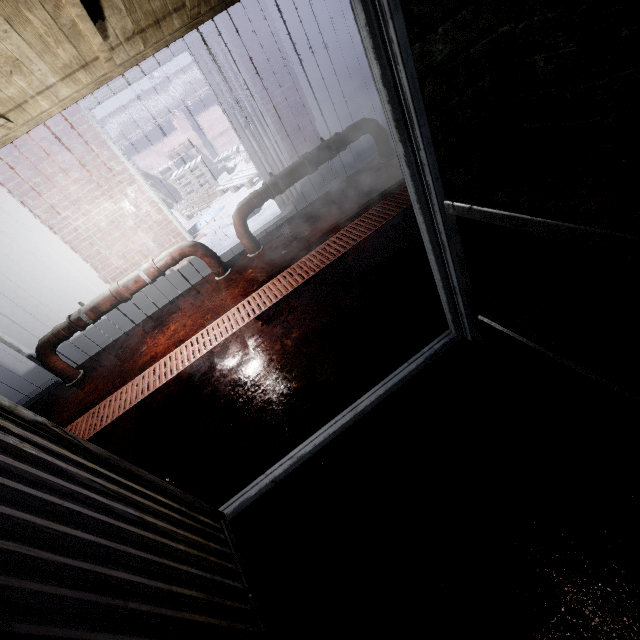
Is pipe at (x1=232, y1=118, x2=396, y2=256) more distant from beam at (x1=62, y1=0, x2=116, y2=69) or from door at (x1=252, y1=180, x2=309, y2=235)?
beam at (x1=62, y1=0, x2=116, y2=69)

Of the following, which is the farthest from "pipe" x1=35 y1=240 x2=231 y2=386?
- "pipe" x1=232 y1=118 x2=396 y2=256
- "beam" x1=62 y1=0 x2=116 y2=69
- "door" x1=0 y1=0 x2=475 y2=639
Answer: "door" x1=0 y1=0 x2=475 y2=639

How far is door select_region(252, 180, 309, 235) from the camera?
4.2m

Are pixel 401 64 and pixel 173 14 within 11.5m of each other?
yes

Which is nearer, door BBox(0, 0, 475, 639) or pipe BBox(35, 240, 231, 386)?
door BBox(0, 0, 475, 639)

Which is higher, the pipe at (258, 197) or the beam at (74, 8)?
the beam at (74, 8)

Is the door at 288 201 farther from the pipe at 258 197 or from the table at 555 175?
the table at 555 175
